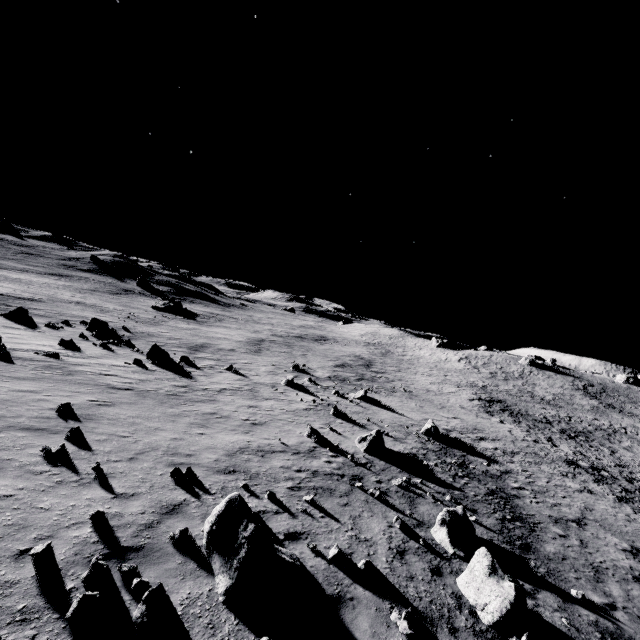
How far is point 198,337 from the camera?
41.2 meters

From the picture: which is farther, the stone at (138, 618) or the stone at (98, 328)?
the stone at (98, 328)

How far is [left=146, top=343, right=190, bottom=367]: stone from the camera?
23.36m

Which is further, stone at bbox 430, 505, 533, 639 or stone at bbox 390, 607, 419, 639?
stone at bbox 430, 505, 533, 639

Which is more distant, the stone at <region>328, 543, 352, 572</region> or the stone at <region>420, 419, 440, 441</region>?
the stone at <region>420, 419, 440, 441</region>

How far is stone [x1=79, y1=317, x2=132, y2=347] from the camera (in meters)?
26.57

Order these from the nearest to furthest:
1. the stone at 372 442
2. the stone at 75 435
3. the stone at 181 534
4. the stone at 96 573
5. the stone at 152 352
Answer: the stone at 96 573 → the stone at 181 534 → the stone at 75 435 → the stone at 372 442 → the stone at 152 352

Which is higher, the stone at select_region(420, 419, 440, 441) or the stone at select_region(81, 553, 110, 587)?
the stone at select_region(81, 553, 110, 587)
